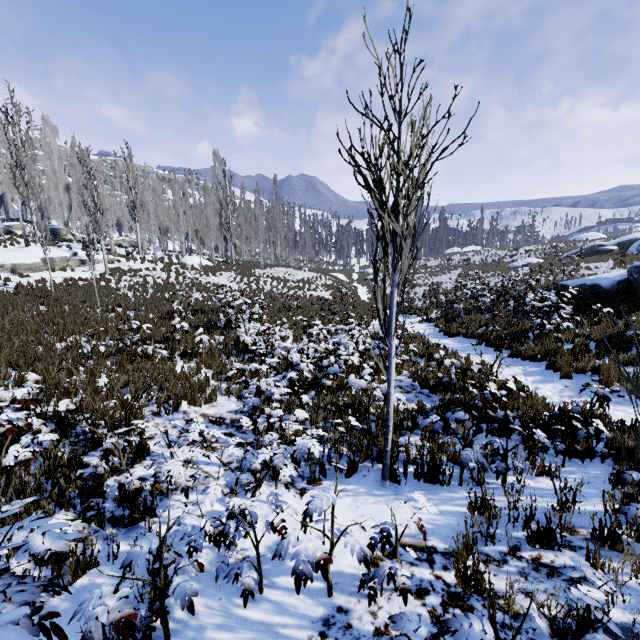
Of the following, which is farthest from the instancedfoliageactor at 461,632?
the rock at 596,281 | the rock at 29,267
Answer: the rock at 596,281

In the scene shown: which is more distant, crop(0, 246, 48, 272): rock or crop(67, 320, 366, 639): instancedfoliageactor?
crop(0, 246, 48, 272): rock

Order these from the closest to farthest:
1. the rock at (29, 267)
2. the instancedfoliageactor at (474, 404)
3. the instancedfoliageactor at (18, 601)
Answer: the instancedfoliageactor at (18, 601) → the instancedfoliageactor at (474, 404) → the rock at (29, 267)

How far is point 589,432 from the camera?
4.1m

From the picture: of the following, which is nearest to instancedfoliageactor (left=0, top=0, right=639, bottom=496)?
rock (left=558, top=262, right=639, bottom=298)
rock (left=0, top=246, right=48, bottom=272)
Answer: rock (left=0, top=246, right=48, bottom=272)

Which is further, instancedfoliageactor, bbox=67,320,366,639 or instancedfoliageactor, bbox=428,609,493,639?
instancedfoliageactor, bbox=67,320,366,639
